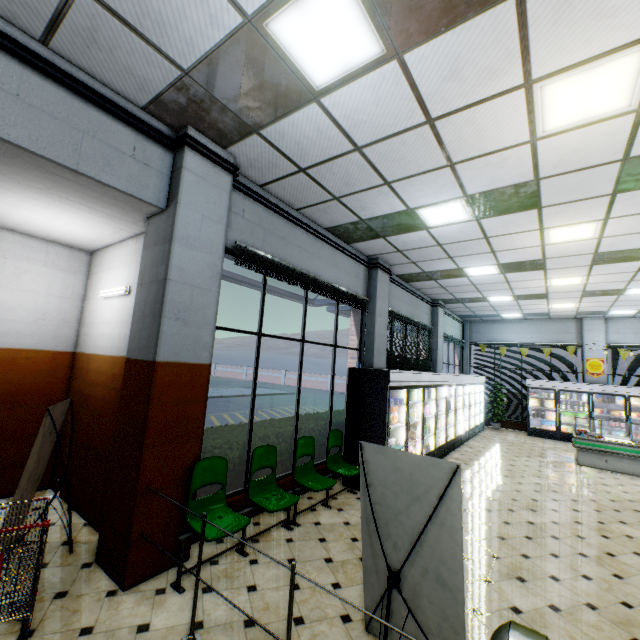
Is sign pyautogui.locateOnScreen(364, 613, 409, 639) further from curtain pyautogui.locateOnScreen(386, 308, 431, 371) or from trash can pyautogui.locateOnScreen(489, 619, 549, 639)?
curtain pyautogui.locateOnScreen(386, 308, 431, 371)

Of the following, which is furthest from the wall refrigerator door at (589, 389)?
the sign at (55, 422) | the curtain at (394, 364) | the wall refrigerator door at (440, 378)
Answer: the sign at (55, 422)

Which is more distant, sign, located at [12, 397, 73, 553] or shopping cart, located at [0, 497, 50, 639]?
sign, located at [12, 397, 73, 553]

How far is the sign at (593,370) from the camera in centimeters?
1279cm

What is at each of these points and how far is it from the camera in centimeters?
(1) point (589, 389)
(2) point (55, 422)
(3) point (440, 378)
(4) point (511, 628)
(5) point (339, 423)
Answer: (1) wall refrigerator door, 1222cm
(2) sign, 376cm
(3) wall refrigerator door, 870cm
(4) trash can, 173cm
(5) hedge, 711cm

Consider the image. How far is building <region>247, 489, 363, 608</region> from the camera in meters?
3.5 m

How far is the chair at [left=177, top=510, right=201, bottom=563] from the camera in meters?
3.2
